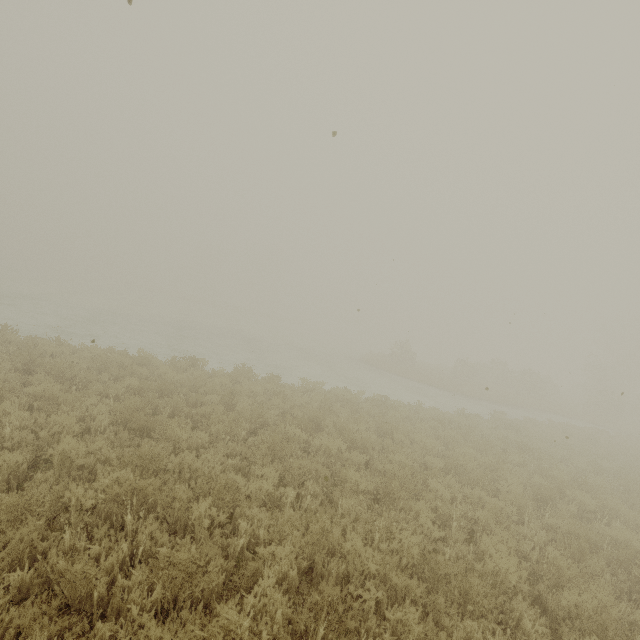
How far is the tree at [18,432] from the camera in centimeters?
549cm

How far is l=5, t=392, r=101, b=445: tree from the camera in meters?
5.5

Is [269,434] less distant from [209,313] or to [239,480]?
[239,480]
